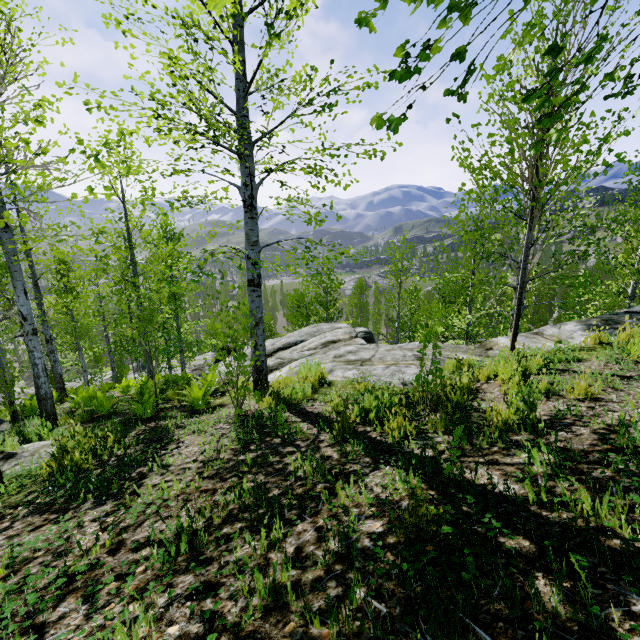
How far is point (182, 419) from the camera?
5.23m

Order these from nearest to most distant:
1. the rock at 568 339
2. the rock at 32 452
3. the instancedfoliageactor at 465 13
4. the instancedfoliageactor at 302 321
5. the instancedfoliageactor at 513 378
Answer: the instancedfoliageactor at 465 13 < the instancedfoliageactor at 513 378 < the rock at 32 452 < the rock at 568 339 < the instancedfoliageactor at 302 321

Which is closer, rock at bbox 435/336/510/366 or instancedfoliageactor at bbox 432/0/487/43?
instancedfoliageactor at bbox 432/0/487/43

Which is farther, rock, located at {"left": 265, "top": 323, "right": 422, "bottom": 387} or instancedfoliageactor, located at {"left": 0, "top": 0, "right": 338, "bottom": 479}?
rock, located at {"left": 265, "top": 323, "right": 422, "bottom": 387}

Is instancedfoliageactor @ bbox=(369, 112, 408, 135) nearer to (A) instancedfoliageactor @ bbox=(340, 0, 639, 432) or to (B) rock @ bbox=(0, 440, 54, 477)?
(B) rock @ bbox=(0, 440, 54, 477)

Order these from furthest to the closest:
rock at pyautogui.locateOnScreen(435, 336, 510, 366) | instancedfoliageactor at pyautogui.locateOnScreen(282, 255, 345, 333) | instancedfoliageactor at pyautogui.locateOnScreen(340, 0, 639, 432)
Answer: instancedfoliageactor at pyautogui.locateOnScreen(282, 255, 345, 333), rock at pyautogui.locateOnScreen(435, 336, 510, 366), instancedfoliageactor at pyautogui.locateOnScreen(340, 0, 639, 432)

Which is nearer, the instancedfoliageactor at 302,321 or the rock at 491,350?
the rock at 491,350

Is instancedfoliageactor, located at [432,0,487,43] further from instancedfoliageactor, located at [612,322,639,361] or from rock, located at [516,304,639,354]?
instancedfoliageactor, located at [612,322,639,361]
